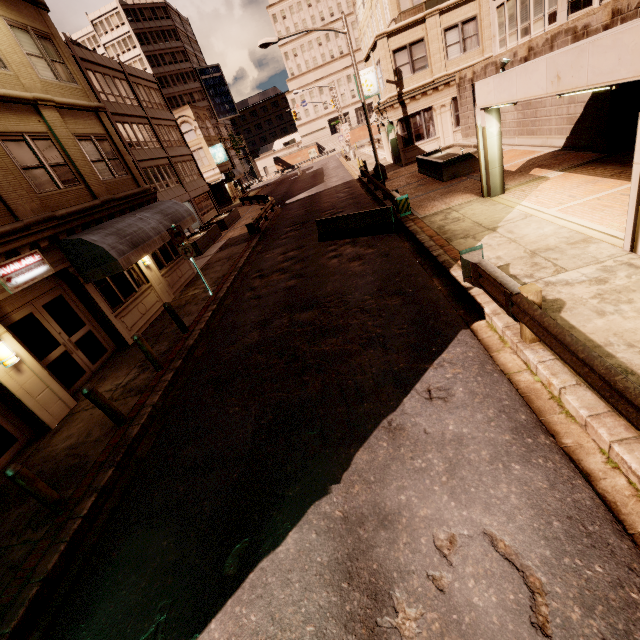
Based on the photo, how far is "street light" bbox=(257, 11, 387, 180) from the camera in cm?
1850

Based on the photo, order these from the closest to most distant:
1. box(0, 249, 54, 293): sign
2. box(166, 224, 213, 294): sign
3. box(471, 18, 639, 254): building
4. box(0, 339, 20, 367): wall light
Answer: box(471, 18, 639, 254): building < box(0, 339, 20, 367): wall light < box(0, 249, 54, 293): sign < box(166, 224, 213, 294): sign

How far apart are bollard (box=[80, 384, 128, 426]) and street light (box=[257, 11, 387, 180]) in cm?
2068

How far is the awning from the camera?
10.1m

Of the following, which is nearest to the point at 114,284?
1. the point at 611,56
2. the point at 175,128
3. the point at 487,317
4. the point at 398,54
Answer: the point at 487,317

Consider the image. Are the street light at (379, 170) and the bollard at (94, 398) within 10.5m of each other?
no

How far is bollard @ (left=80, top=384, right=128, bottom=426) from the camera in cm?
685

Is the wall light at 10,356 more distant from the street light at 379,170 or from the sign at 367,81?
the sign at 367,81
